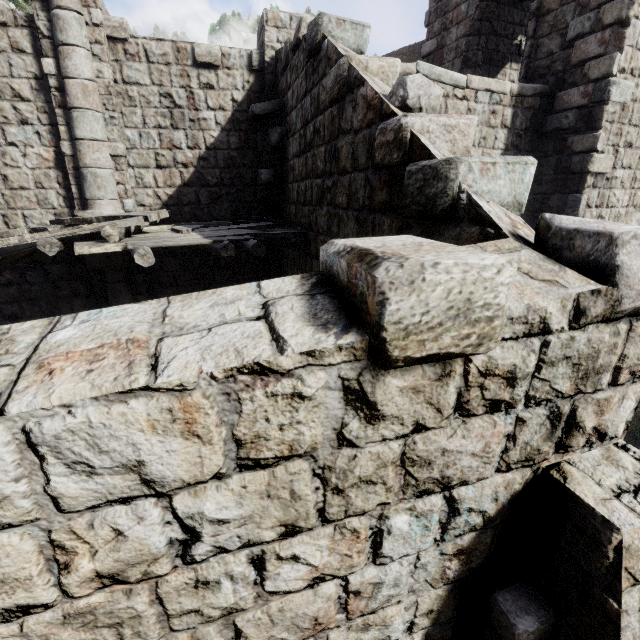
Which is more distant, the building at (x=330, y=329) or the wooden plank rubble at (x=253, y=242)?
the wooden plank rubble at (x=253, y=242)

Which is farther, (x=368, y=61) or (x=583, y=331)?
(x=368, y=61)

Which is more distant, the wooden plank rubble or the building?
the wooden plank rubble
